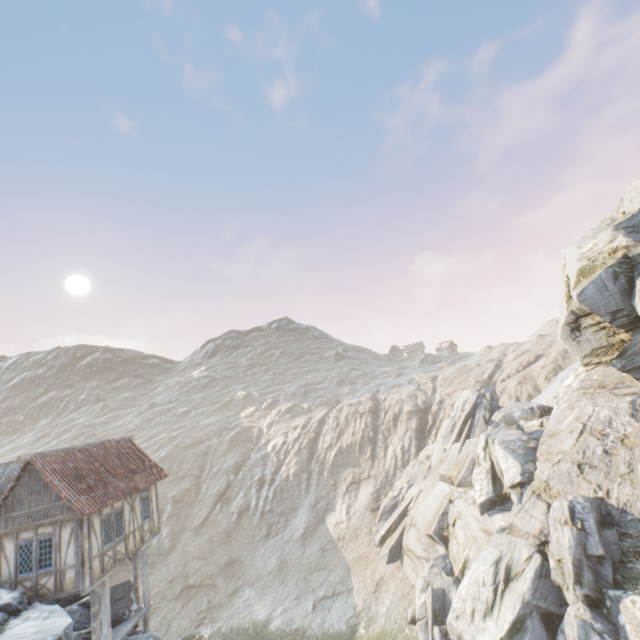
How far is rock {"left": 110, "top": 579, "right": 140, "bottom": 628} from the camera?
16.4m

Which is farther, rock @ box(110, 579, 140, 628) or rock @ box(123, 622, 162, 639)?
rock @ box(110, 579, 140, 628)

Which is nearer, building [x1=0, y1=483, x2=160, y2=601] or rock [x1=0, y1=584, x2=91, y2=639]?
rock [x1=0, y1=584, x2=91, y2=639]

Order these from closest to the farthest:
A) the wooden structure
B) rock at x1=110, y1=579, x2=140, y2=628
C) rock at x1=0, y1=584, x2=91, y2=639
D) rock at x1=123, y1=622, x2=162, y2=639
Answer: rock at x1=0, y1=584, x2=91, y2=639
the wooden structure
rock at x1=123, y1=622, x2=162, y2=639
rock at x1=110, y1=579, x2=140, y2=628

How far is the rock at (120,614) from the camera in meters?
16.4 m

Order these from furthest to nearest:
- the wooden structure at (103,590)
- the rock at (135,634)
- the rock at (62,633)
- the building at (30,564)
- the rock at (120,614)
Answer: the rock at (120,614) → the rock at (135,634) → the wooden structure at (103,590) → the building at (30,564) → the rock at (62,633)

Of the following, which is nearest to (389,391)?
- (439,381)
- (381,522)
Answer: (439,381)
